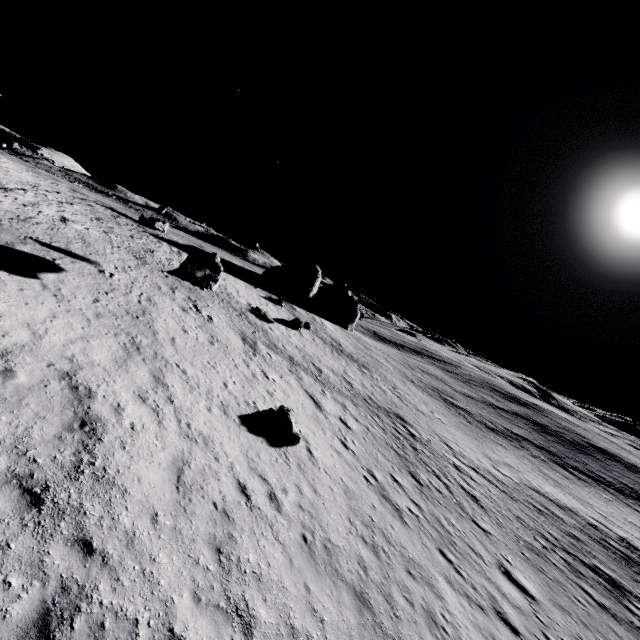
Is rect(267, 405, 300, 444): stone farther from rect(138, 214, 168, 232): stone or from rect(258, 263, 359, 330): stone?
rect(258, 263, 359, 330): stone

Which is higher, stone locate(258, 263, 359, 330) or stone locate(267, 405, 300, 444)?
stone locate(258, 263, 359, 330)

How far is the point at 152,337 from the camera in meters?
14.1 m

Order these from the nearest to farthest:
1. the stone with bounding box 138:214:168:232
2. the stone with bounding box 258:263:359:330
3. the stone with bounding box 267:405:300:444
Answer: the stone with bounding box 267:405:300:444
the stone with bounding box 138:214:168:232
the stone with bounding box 258:263:359:330

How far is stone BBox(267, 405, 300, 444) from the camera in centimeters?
1311cm

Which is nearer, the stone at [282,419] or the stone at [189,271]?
the stone at [282,419]

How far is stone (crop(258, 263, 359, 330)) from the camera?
48.2 meters

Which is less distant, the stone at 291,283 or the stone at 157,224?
the stone at 157,224
